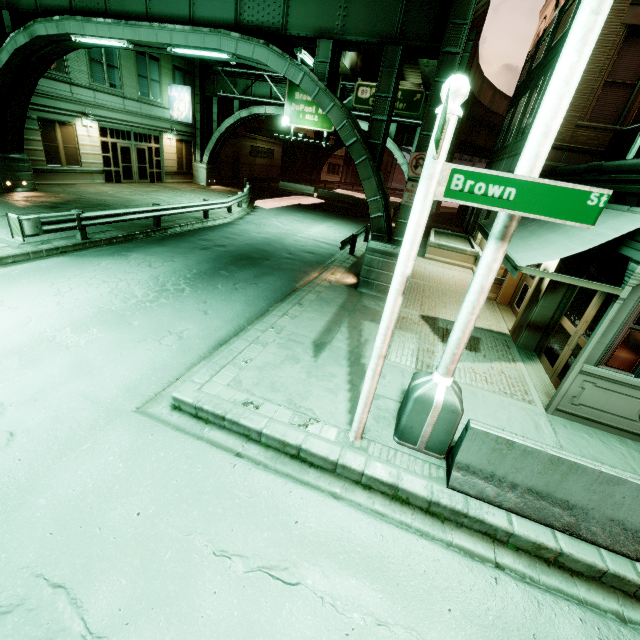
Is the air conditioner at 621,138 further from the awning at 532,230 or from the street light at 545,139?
the street light at 545,139

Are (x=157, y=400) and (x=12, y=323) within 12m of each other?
yes

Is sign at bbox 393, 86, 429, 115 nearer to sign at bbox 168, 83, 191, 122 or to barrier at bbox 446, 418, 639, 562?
sign at bbox 168, 83, 191, 122

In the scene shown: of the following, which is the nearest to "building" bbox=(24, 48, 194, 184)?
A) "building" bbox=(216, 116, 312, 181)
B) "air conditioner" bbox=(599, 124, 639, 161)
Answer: "building" bbox=(216, 116, 312, 181)

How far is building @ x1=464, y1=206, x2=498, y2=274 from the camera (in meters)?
16.20

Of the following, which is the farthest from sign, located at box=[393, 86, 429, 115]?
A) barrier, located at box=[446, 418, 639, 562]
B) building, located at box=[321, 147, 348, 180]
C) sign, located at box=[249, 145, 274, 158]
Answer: building, located at box=[321, 147, 348, 180]

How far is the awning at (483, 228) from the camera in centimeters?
950cm

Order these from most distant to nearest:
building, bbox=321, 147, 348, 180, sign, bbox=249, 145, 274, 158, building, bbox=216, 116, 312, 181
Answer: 1. building, bbox=321, 147, 348, 180
2. sign, bbox=249, 145, 274, 158
3. building, bbox=216, 116, 312, 181
